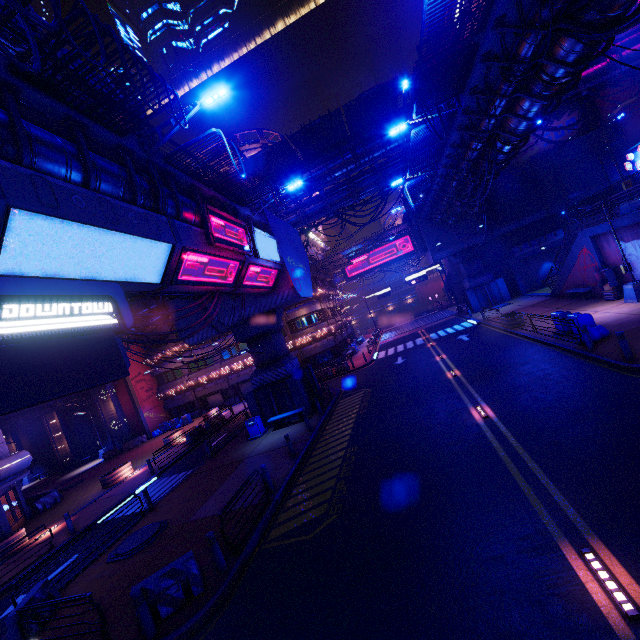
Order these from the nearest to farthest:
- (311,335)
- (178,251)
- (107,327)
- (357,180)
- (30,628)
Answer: (107,327) → (30,628) → (178,251) → (357,180) → (311,335)

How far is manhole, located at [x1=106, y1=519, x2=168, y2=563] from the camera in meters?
11.6 m

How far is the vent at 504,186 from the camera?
34.66m

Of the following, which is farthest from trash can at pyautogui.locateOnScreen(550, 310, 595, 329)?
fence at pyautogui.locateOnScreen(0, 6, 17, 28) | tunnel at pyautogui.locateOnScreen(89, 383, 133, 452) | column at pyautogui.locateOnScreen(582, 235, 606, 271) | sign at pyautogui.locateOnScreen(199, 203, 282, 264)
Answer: tunnel at pyautogui.locateOnScreen(89, 383, 133, 452)

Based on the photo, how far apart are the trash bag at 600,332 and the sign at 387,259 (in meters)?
43.68

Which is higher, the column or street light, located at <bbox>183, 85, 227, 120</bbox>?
street light, located at <bbox>183, 85, 227, 120</bbox>

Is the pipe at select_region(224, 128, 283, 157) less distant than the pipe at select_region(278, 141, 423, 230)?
No

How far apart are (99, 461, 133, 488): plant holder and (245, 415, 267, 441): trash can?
10.72m
